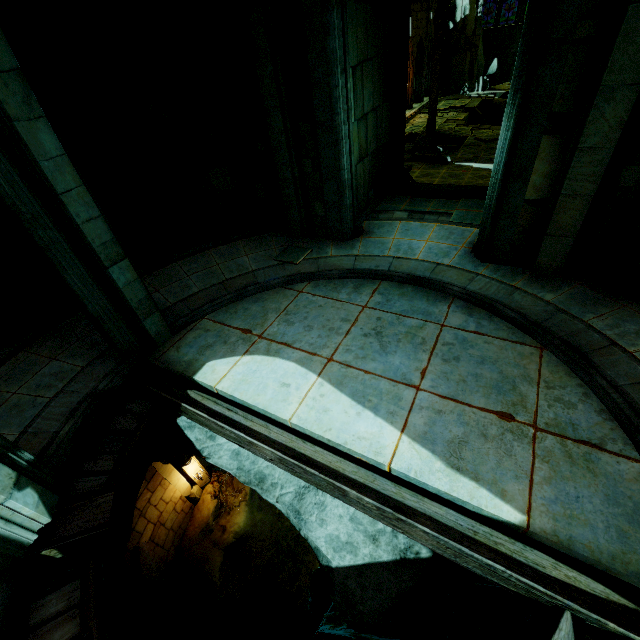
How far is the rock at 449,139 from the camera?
19.5m

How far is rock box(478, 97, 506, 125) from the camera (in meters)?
29.45

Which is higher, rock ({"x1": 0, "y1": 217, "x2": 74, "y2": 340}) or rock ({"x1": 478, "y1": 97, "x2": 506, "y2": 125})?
rock ({"x1": 0, "y1": 217, "x2": 74, "y2": 340})

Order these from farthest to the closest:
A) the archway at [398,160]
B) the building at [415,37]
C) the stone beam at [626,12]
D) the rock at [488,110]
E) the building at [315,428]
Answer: the rock at [488,110], the building at [415,37], the archway at [398,160], the stone beam at [626,12], the building at [315,428]

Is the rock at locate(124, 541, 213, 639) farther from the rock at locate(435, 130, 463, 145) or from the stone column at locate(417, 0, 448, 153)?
the stone column at locate(417, 0, 448, 153)

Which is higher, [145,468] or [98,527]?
[98,527]

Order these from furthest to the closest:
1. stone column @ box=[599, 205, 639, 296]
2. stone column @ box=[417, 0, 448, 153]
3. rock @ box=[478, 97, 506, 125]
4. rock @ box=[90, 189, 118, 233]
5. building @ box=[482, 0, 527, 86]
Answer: building @ box=[482, 0, 527, 86] < rock @ box=[478, 97, 506, 125] < stone column @ box=[417, 0, 448, 153] < rock @ box=[90, 189, 118, 233] < stone column @ box=[599, 205, 639, 296]

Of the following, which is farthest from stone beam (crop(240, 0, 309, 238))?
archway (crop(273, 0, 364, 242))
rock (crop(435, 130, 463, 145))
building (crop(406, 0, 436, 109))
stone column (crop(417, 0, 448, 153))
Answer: stone column (crop(417, 0, 448, 153))
